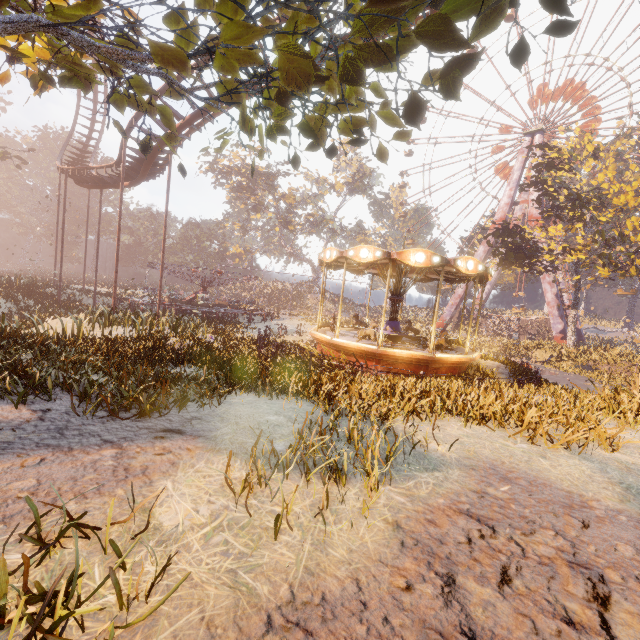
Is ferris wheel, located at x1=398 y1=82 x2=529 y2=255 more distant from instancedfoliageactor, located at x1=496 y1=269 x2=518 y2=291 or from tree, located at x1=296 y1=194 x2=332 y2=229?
tree, located at x1=296 y1=194 x2=332 y2=229

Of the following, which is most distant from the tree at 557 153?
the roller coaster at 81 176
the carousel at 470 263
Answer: the roller coaster at 81 176

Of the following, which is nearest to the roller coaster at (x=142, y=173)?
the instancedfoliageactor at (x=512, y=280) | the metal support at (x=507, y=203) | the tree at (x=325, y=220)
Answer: the tree at (x=325, y=220)

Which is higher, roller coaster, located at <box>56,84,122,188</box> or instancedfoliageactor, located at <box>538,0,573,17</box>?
roller coaster, located at <box>56,84,122,188</box>

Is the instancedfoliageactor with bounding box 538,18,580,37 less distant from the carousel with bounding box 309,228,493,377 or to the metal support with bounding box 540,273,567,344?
the carousel with bounding box 309,228,493,377

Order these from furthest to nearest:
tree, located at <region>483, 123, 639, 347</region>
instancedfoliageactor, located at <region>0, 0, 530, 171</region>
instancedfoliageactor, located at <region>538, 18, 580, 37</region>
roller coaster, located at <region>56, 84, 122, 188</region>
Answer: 1. tree, located at <region>483, 123, 639, 347</region>
2. roller coaster, located at <region>56, 84, 122, 188</region>
3. instancedfoliageactor, located at <region>538, 18, 580, 37</region>
4. instancedfoliageactor, located at <region>0, 0, 530, 171</region>

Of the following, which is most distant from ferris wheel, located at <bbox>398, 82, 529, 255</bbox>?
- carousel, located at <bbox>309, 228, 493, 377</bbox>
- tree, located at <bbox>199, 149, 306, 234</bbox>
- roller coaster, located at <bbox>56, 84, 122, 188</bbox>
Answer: roller coaster, located at <bbox>56, 84, 122, 188</bbox>

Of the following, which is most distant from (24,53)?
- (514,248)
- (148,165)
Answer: (514,248)
